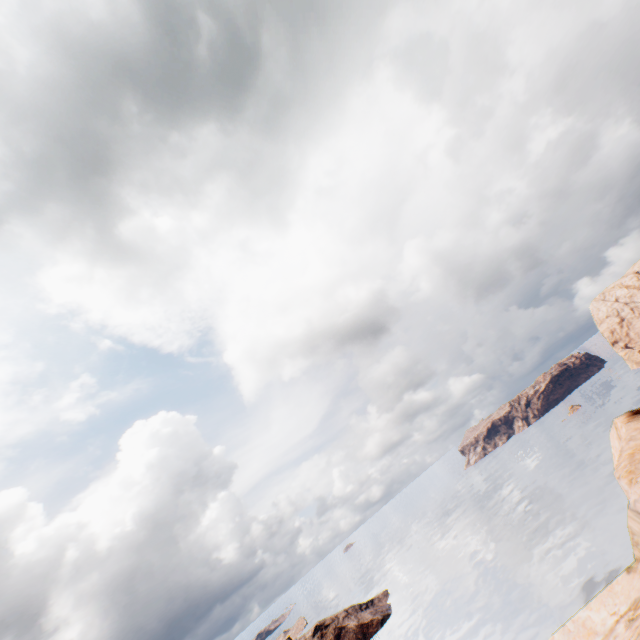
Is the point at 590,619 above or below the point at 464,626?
above
